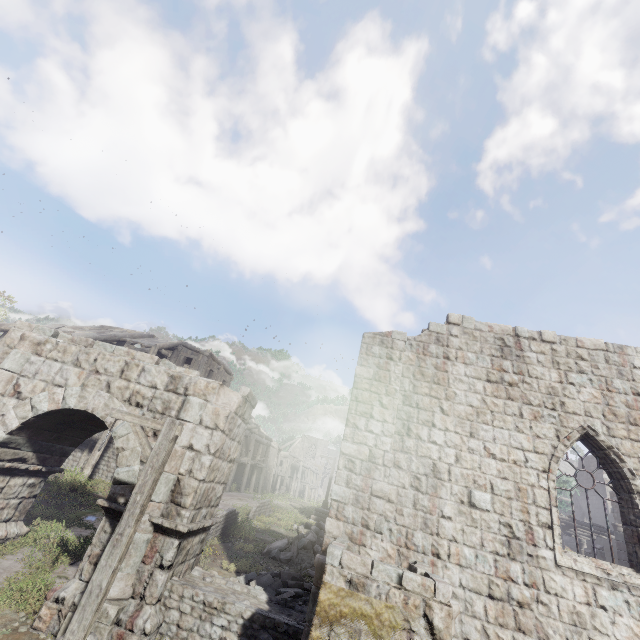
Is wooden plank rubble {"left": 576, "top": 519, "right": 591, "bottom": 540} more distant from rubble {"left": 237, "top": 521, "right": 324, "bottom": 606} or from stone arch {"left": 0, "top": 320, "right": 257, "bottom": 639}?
stone arch {"left": 0, "top": 320, "right": 257, "bottom": 639}

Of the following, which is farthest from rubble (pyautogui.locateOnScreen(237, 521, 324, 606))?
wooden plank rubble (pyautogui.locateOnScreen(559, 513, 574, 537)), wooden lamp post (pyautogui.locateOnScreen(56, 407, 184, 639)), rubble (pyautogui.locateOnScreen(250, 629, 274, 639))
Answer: wooden plank rubble (pyautogui.locateOnScreen(559, 513, 574, 537))

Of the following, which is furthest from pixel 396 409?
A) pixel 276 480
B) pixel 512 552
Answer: pixel 276 480

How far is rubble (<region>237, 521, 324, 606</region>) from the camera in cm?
901

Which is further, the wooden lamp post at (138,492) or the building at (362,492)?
the building at (362,492)

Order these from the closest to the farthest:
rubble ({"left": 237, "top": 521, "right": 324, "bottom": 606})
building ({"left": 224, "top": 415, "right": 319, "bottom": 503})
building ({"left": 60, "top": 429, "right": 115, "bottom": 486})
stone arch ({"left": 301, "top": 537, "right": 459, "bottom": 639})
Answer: stone arch ({"left": 301, "top": 537, "right": 459, "bottom": 639}) < rubble ({"left": 237, "top": 521, "right": 324, "bottom": 606}) < building ({"left": 60, "top": 429, "right": 115, "bottom": 486}) < building ({"left": 224, "top": 415, "right": 319, "bottom": 503})

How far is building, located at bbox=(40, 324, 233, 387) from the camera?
19.6m

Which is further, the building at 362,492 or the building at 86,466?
the building at 86,466
